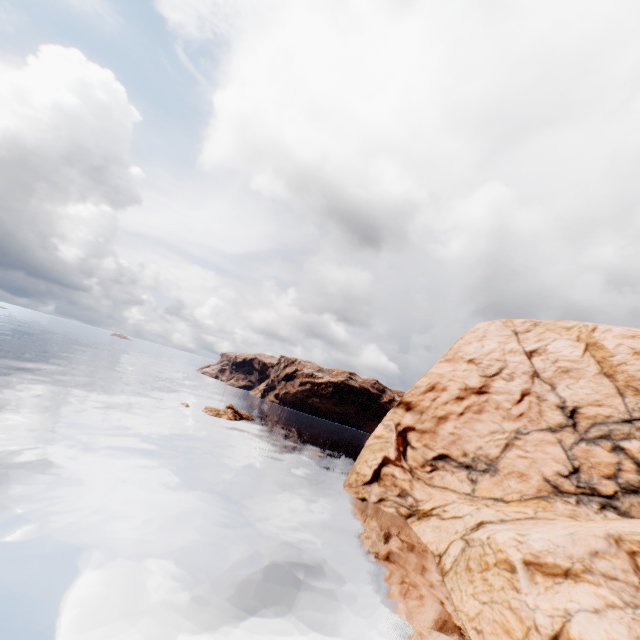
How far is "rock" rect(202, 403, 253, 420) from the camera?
54.2 meters

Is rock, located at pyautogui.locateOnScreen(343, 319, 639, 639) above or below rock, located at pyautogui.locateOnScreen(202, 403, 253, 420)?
above

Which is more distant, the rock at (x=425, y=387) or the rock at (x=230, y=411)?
the rock at (x=230, y=411)

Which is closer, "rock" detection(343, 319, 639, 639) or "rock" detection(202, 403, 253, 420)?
"rock" detection(343, 319, 639, 639)

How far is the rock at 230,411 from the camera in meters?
54.2 m

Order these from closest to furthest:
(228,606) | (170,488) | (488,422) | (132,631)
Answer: (132,631) < (228,606) < (170,488) < (488,422)
